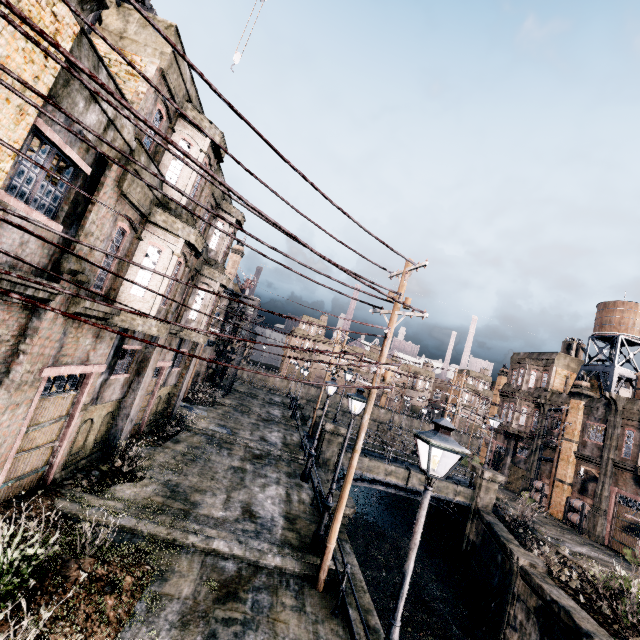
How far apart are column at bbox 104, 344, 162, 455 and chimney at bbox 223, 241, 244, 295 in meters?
19.4 m

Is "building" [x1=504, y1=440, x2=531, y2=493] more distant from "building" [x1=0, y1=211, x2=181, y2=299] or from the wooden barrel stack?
"building" [x1=0, y1=211, x2=181, y2=299]

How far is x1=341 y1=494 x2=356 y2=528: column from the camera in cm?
1464

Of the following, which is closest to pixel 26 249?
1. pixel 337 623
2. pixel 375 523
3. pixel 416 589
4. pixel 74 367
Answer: pixel 74 367

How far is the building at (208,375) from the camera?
38.88m

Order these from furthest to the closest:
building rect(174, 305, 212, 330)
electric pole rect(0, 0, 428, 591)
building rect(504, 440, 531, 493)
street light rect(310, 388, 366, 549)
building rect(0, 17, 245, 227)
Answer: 1. building rect(504, 440, 531, 493)
2. building rect(174, 305, 212, 330)
3. street light rect(310, 388, 366, 549)
4. building rect(0, 17, 245, 227)
5. electric pole rect(0, 0, 428, 591)

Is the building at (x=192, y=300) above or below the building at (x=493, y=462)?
above

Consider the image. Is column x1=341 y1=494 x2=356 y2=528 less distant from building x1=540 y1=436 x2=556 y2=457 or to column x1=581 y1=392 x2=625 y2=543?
building x1=540 y1=436 x2=556 y2=457
